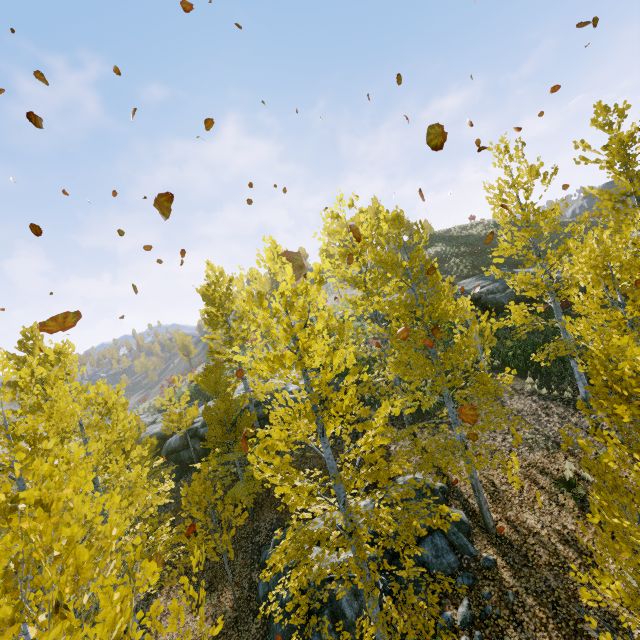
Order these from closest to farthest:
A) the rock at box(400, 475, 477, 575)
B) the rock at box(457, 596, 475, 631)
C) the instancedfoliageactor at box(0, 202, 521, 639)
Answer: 1. the instancedfoliageactor at box(0, 202, 521, 639)
2. the rock at box(457, 596, 475, 631)
3. the rock at box(400, 475, 477, 575)

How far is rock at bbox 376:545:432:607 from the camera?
8.5 meters

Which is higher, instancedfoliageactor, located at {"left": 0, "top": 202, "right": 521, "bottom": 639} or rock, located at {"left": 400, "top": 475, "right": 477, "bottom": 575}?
instancedfoliageactor, located at {"left": 0, "top": 202, "right": 521, "bottom": 639}

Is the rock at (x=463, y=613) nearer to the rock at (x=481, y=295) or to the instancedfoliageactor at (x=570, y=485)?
the instancedfoliageactor at (x=570, y=485)

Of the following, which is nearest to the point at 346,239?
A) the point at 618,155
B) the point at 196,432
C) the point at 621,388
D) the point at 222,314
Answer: the point at 222,314

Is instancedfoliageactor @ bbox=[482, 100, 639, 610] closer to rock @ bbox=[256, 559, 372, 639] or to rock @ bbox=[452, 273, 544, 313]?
rock @ bbox=[256, 559, 372, 639]

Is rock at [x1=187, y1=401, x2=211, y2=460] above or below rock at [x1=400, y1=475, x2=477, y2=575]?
above

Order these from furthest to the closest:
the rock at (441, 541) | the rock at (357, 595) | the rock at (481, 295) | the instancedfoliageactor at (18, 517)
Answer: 1. the rock at (481, 295)
2. the rock at (441, 541)
3. the rock at (357, 595)
4. the instancedfoliageactor at (18, 517)
